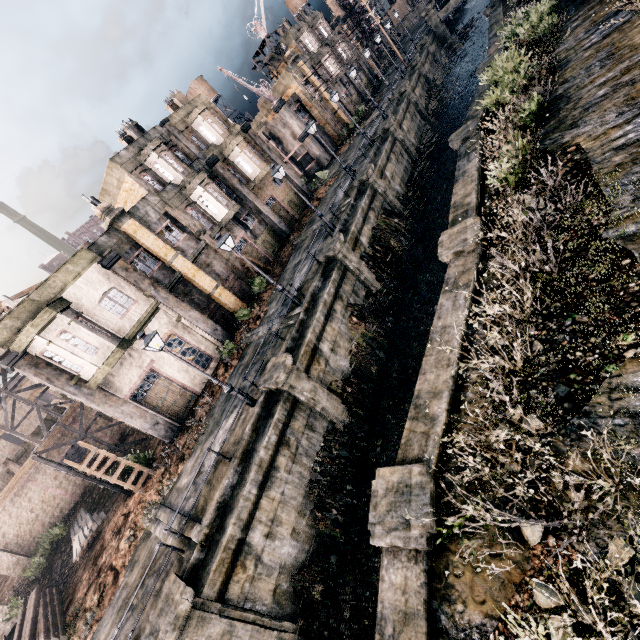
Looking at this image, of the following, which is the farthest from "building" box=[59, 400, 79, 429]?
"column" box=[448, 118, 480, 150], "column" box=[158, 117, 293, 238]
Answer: "column" box=[448, 118, 480, 150]

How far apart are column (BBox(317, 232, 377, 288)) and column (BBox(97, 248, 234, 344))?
8.9 meters

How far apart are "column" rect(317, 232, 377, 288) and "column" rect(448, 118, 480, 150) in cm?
726

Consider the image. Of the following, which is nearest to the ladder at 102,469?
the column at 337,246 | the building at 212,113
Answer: the column at 337,246

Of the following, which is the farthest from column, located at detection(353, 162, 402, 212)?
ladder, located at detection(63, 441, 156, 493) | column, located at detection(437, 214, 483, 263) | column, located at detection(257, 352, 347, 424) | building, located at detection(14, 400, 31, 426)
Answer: building, located at detection(14, 400, 31, 426)

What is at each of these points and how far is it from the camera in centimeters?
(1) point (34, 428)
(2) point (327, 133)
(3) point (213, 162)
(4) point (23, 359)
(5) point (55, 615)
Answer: (1) building, 4500cm
(2) building, 4428cm
(3) column, 2772cm
(4) column, 1614cm
(5) wood pile, 1558cm

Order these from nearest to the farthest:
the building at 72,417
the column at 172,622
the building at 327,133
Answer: the column at 172,622 → the building at 72,417 → the building at 327,133

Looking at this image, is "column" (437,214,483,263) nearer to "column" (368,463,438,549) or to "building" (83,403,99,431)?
"column" (368,463,438,549)
